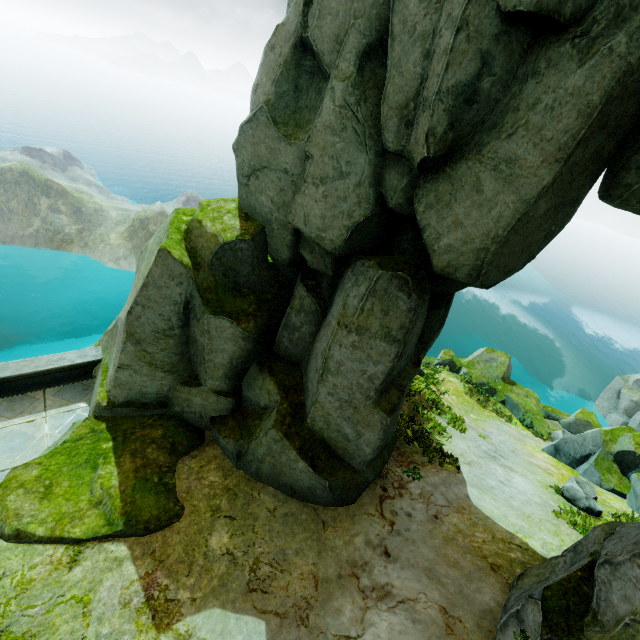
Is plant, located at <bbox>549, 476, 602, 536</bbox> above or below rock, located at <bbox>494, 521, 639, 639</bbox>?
below

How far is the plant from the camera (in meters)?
9.09

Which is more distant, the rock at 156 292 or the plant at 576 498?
the plant at 576 498

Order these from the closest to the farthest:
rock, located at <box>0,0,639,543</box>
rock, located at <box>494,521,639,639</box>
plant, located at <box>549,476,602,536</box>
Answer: rock, located at <box>494,521,639,639</box>, rock, located at <box>0,0,639,543</box>, plant, located at <box>549,476,602,536</box>

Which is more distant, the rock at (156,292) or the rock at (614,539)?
the rock at (156,292)

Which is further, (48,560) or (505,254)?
(48,560)

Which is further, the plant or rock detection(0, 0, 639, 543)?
the plant

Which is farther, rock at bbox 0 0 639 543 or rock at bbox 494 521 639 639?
rock at bbox 0 0 639 543
